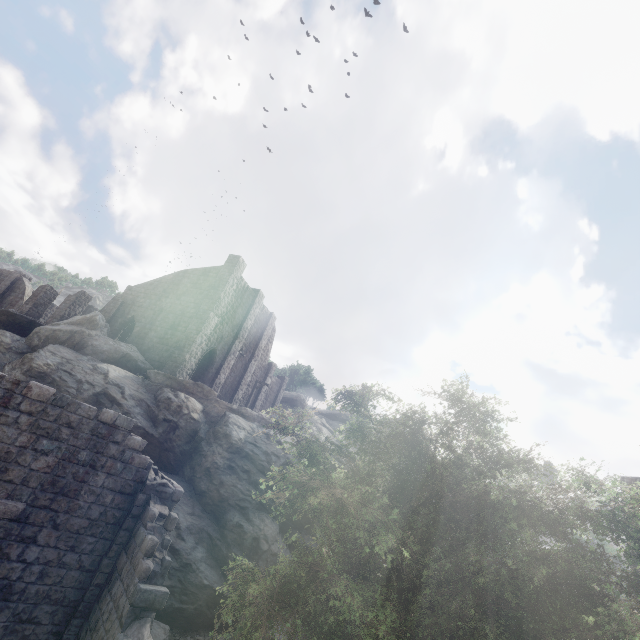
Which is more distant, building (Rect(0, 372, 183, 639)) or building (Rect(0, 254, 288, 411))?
building (Rect(0, 254, 288, 411))

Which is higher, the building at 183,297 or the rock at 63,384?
the building at 183,297

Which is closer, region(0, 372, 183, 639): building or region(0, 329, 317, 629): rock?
region(0, 372, 183, 639): building

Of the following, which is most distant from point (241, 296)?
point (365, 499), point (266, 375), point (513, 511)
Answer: point (513, 511)

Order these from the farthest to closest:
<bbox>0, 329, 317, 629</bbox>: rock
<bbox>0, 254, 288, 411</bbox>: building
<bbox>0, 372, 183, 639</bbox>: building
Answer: <bbox>0, 254, 288, 411</bbox>: building < <bbox>0, 329, 317, 629</bbox>: rock < <bbox>0, 372, 183, 639</bbox>: building

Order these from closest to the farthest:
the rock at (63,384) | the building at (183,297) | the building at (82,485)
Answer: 1. the building at (82,485)
2. the rock at (63,384)
3. the building at (183,297)

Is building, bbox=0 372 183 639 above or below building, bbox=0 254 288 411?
below
